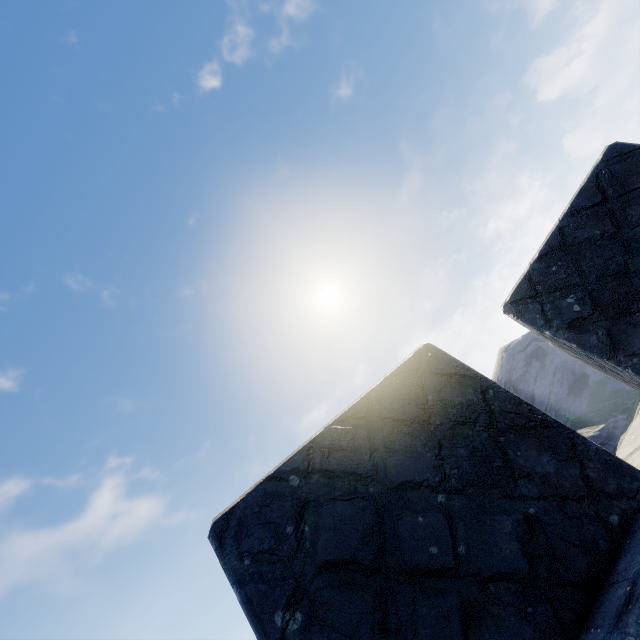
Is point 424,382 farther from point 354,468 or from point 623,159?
point 623,159

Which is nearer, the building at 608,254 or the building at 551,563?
the building at 551,563

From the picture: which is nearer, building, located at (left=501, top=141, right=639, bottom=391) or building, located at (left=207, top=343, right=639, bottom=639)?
building, located at (left=207, top=343, right=639, bottom=639)
